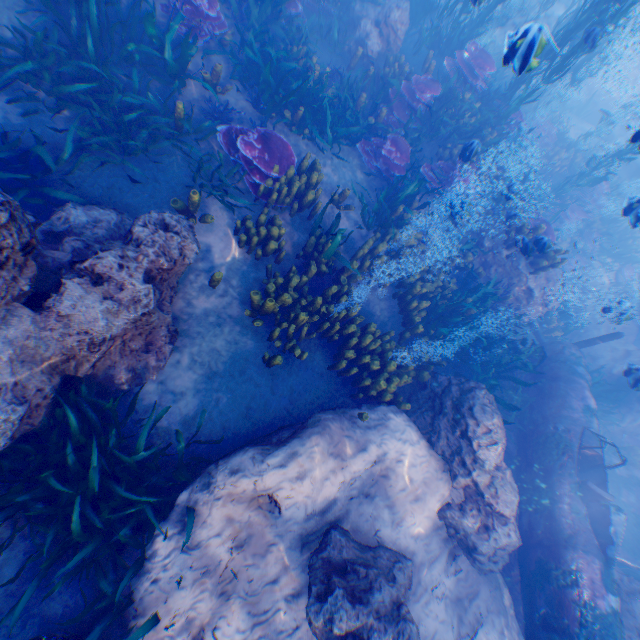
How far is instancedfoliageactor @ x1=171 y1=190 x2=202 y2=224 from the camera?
5.2 meters

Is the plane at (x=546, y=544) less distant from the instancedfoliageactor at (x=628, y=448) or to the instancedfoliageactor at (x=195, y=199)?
the instancedfoliageactor at (x=628, y=448)

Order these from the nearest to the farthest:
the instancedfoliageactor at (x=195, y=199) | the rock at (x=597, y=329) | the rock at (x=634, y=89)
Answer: the instancedfoliageactor at (x=195, y=199) → the rock at (x=597, y=329) → the rock at (x=634, y=89)

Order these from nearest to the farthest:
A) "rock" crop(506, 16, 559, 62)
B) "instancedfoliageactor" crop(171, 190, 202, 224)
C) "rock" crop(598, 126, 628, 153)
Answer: "rock" crop(506, 16, 559, 62) < "instancedfoliageactor" crop(171, 190, 202, 224) < "rock" crop(598, 126, 628, 153)

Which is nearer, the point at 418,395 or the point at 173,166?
the point at 173,166

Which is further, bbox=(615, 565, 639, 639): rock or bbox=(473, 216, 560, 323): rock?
bbox=(473, 216, 560, 323): rock

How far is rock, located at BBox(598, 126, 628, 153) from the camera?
15.6m

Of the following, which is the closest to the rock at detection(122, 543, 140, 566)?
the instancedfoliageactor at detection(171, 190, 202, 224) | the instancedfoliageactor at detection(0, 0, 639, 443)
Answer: the instancedfoliageactor at detection(0, 0, 639, 443)
